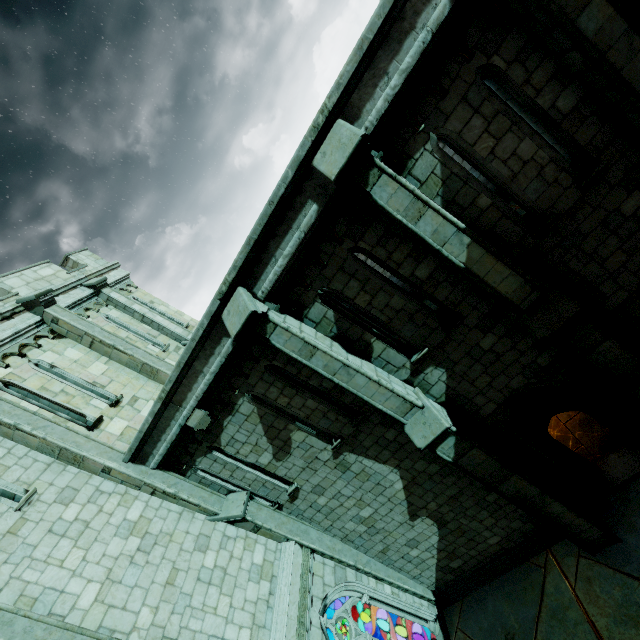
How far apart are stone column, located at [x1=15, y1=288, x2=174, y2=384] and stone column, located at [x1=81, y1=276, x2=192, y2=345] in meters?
1.9 m

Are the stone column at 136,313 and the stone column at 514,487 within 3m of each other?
no

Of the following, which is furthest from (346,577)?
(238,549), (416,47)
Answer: (416,47)

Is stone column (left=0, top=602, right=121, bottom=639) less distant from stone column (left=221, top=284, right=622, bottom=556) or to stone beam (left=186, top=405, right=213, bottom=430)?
stone beam (left=186, top=405, right=213, bottom=430)

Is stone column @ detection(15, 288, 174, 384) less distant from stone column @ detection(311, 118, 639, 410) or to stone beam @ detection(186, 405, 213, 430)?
stone beam @ detection(186, 405, 213, 430)

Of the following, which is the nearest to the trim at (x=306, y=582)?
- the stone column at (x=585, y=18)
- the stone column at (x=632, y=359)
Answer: the stone column at (x=632, y=359)

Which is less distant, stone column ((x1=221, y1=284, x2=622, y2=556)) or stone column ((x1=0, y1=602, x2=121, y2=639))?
stone column ((x1=0, y1=602, x2=121, y2=639))

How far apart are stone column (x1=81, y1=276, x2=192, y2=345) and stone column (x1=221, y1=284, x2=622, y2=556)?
7.27m
